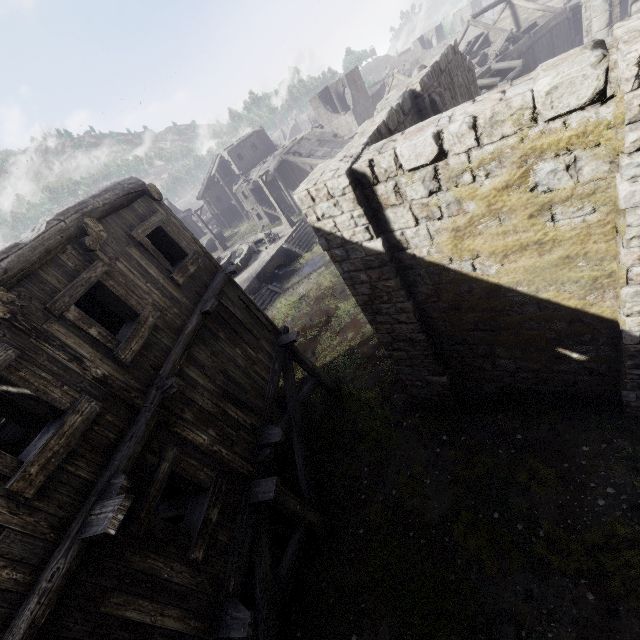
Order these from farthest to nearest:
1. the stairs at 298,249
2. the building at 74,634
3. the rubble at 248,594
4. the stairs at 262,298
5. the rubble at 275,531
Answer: the stairs at 298,249 < the stairs at 262,298 < the rubble at 275,531 < the rubble at 248,594 < the building at 74,634

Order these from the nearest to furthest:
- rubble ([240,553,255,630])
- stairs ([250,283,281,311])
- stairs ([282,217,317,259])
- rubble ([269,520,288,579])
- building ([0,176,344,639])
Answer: building ([0,176,344,639]), rubble ([240,553,255,630]), rubble ([269,520,288,579]), stairs ([250,283,281,311]), stairs ([282,217,317,259])

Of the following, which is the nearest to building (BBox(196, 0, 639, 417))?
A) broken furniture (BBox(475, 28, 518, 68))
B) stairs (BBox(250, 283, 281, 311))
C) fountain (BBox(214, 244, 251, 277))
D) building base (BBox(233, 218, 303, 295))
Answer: broken furniture (BBox(475, 28, 518, 68))

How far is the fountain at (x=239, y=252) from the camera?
25.8 meters

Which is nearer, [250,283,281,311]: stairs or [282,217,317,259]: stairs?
[250,283,281,311]: stairs

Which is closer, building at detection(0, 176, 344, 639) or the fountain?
building at detection(0, 176, 344, 639)

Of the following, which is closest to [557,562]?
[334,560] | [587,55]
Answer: [334,560]

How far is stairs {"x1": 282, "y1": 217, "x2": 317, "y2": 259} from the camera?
25.3m
